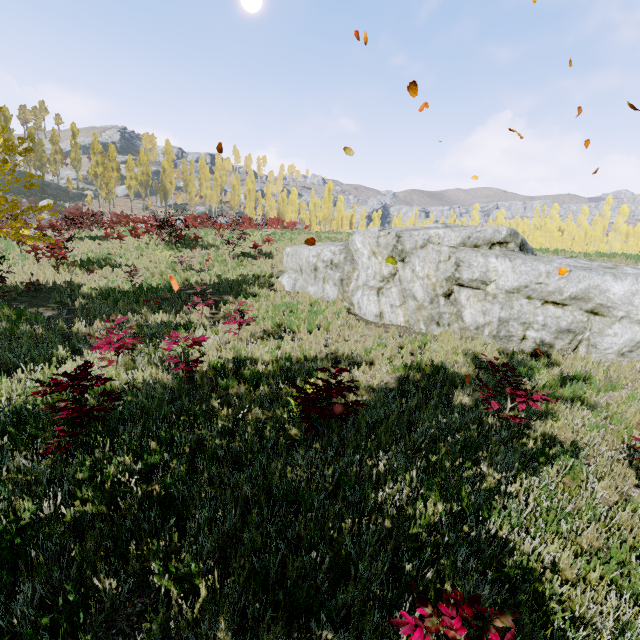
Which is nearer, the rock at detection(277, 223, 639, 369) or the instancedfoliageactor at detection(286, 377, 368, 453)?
the instancedfoliageactor at detection(286, 377, 368, 453)

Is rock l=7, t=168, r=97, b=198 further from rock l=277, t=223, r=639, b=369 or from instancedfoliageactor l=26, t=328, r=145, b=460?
rock l=277, t=223, r=639, b=369

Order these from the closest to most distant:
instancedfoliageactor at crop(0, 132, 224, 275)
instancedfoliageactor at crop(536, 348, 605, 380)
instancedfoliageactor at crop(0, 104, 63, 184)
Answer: instancedfoliageactor at crop(536, 348, 605, 380) < instancedfoliageactor at crop(0, 104, 63, 184) < instancedfoliageactor at crop(0, 132, 224, 275)

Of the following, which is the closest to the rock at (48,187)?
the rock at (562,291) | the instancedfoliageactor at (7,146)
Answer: the instancedfoliageactor at (7,146)

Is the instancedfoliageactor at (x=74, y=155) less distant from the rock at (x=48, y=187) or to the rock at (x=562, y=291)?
the rock at (x=48, y=187)

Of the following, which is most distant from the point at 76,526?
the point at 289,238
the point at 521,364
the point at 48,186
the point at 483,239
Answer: the point at 48,186

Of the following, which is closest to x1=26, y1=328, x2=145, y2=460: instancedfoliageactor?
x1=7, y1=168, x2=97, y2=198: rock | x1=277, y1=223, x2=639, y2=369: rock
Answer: x1=7, y1=168, x2=97, y2=198: rock
